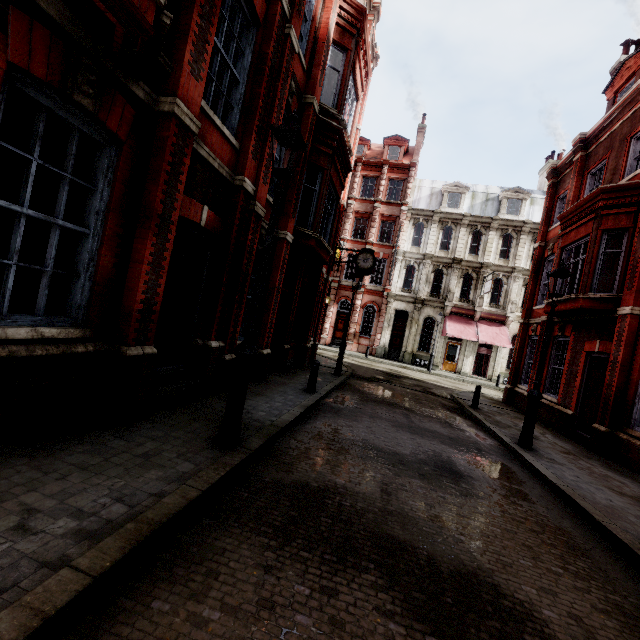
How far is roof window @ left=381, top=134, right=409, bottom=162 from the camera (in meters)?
31.61

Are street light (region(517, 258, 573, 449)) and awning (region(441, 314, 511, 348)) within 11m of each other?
no

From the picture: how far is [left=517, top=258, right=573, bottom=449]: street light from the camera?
8.1m

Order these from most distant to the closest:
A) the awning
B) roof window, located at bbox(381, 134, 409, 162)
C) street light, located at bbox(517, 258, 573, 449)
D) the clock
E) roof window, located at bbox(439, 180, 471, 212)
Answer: roof window, located at bbox(381, 134, 409, 162)
roof window, located at bbox(439, 180, 471, 212)
the awning
the clock
street light, located at bbox(517, 258, 573, 449)

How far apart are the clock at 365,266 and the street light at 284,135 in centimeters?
1180cm

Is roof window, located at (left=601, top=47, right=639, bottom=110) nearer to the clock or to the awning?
the clock

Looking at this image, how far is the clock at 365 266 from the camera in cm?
1630

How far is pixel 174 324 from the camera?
6.04m
